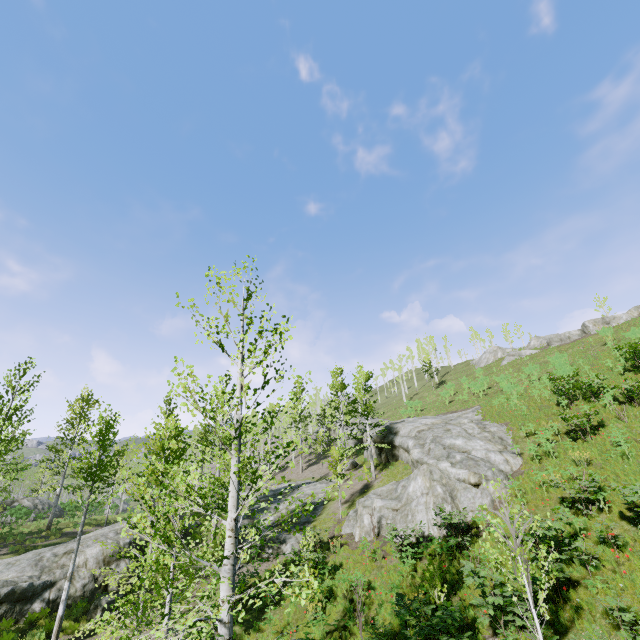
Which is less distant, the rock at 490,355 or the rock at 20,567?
the rock at 20,567

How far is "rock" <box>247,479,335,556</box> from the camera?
19.58m

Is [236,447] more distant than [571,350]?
No

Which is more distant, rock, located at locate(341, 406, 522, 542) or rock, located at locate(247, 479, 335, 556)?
rock, located at locate(247, 479, 335, 556)

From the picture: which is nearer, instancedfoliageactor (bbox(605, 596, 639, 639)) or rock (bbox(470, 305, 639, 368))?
instancedfoliageactor (bbox(605, 596, 639, 639))

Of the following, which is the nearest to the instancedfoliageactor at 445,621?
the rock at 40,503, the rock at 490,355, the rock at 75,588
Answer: the rock at 75,588

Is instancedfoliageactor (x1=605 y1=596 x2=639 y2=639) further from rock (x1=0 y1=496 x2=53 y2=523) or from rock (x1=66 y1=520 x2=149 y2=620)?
Answer: rock (x1=0 y1=496 x2=53 y2=523)

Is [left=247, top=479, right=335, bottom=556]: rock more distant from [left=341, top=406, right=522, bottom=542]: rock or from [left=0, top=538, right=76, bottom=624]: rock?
[left=0, top=538, right=76, bottom=624]: rock
